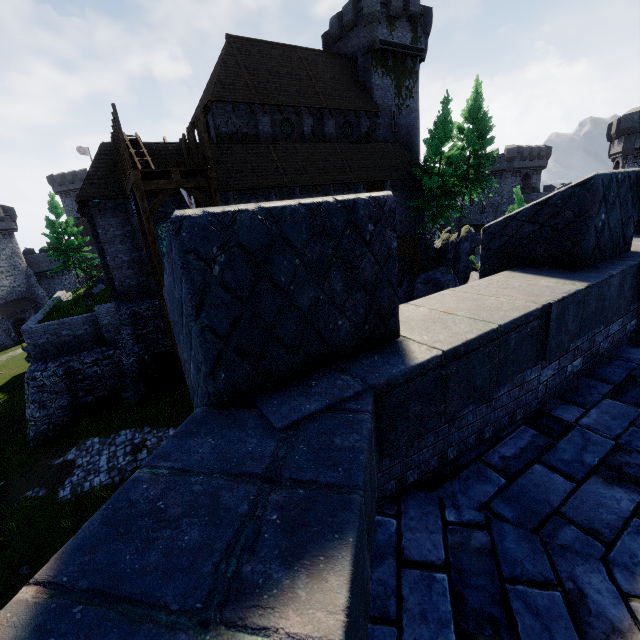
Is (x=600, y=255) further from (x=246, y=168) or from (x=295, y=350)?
(x=246, y=168)

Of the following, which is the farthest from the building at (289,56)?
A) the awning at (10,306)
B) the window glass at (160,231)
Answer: the awning at (10,306)

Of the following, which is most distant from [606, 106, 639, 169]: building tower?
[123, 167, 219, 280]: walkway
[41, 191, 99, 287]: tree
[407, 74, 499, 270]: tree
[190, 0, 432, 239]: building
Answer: [41, 191, 99, 287]: tree

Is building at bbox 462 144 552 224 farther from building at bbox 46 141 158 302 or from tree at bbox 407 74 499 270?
building at bbox 46 141 158 302

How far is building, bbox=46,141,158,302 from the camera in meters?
17.6

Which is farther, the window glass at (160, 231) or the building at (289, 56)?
the building at (289, 56)

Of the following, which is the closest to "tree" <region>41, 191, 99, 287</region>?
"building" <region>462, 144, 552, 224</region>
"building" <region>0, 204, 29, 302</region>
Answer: "building" <region>0, 204, 29, 302</region>

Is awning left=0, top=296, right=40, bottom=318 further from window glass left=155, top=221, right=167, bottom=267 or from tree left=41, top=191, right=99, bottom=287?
window glass left=155, top=221, right=167, bottom=267
